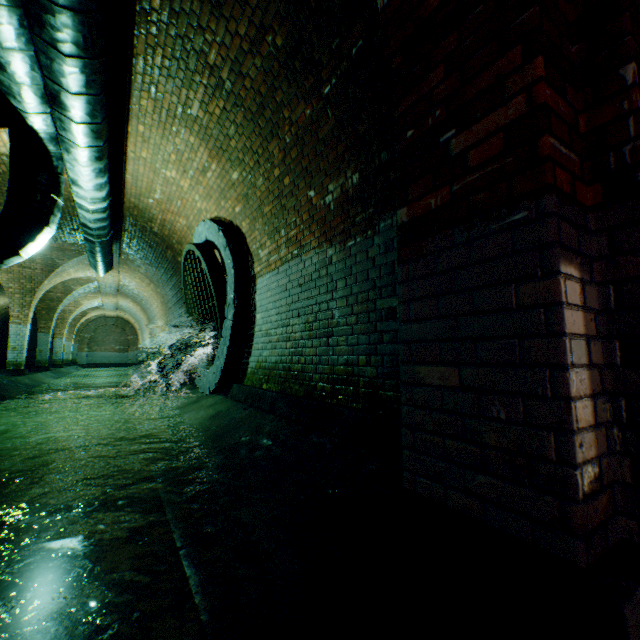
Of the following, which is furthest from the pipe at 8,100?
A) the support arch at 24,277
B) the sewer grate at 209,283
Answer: the support arch at 24,277

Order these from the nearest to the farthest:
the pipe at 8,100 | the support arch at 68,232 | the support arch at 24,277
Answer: the pipe at 8,100 → the support arch at 68,232 → the support arch at 24,277

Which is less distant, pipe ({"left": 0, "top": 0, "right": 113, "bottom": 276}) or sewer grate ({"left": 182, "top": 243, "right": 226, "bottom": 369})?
pipe ({"left": 0, "top": 0, "right": 113, "bottom": 276})

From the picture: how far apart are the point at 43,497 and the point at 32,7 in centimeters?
398cm

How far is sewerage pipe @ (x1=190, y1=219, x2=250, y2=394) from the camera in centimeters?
510cm

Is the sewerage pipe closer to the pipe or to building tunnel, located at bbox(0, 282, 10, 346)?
building tunnel, located at bbox(0, 282, 10, 346)

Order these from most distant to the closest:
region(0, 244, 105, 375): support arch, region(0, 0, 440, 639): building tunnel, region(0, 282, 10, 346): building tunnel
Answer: region(0, 282, 10, 346): building tunnel → region(0, 244, 105, 375): support arch → region(0, 0, 440, 639): building tunnel

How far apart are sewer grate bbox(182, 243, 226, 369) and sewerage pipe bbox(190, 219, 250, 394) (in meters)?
0.01
